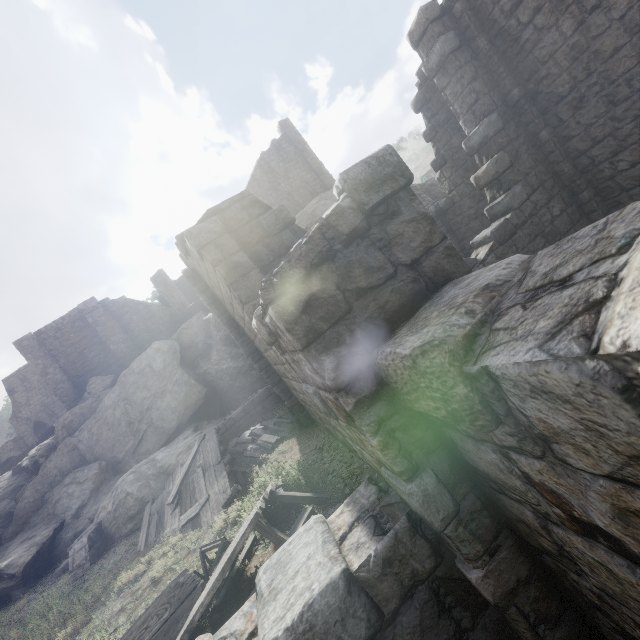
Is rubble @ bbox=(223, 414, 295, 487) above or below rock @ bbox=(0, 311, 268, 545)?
below

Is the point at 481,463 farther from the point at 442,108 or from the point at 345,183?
the point at 442,108

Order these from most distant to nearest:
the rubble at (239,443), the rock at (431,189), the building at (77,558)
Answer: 1. the rock at (431,189)
2. the building at (77,558)
3. the rubble at (239,443)

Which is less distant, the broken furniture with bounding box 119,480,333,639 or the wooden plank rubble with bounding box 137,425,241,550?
the broken furniture with bounding box 119,480,333,639

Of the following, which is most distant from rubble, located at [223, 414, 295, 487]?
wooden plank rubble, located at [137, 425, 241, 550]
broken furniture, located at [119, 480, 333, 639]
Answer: broken furniture, located at [119, 480, 333, 639]

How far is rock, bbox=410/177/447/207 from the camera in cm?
2903

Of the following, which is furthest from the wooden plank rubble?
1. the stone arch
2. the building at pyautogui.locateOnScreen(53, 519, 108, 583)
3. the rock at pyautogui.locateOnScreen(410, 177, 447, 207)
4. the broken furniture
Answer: the stone arch

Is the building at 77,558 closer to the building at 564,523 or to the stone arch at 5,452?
the building at 564,523
